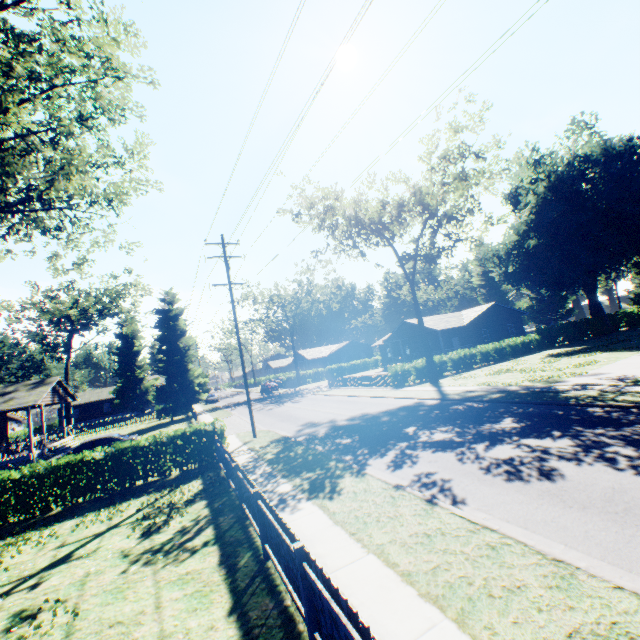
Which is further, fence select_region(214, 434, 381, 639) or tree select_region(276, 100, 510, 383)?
tree select_region(276, 100, 510, 383)

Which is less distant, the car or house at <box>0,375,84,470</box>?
the car

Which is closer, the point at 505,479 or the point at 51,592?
the point at 51,592

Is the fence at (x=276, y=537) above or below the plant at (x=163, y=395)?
below

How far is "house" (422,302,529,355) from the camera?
39.6m

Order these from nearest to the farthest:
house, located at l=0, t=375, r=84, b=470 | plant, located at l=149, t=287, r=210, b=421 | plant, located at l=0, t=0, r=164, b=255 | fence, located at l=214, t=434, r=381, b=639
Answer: fence, located at l=214, t=434, r=381, b=639
plant, located at l=0, t=0, r=164, b=255
house, located at l=0, t=375, r=84, b=470
plant, located at l=149, t=287, r=210, b=421

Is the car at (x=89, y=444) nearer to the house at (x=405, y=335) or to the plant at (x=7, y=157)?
the plant at (x=7, y=157)

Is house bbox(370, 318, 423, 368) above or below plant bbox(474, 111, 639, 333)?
below
